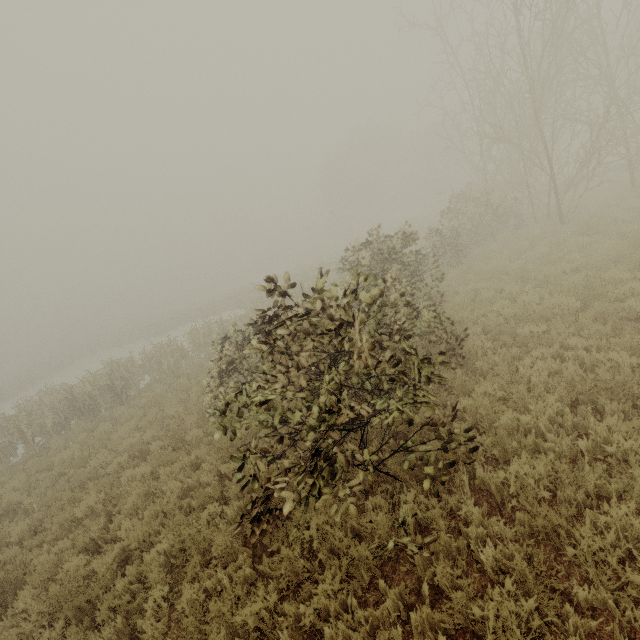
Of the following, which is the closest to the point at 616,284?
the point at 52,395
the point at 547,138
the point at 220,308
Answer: the point at 52,395
